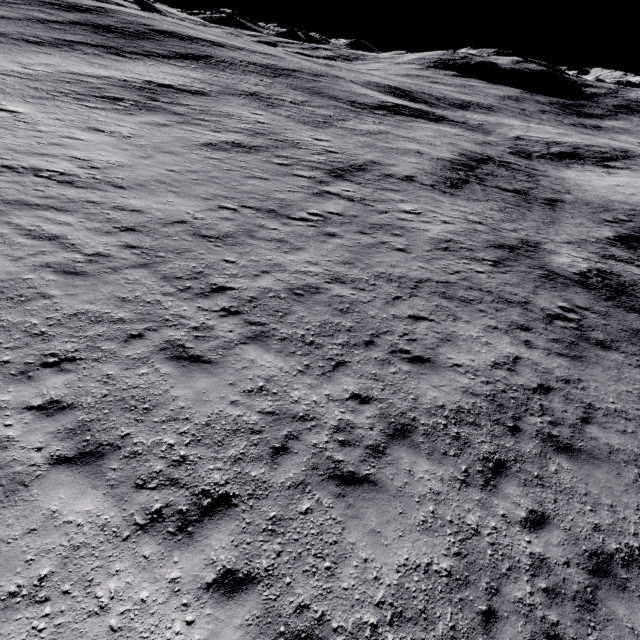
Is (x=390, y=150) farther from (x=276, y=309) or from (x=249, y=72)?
(x=249, y=72)
